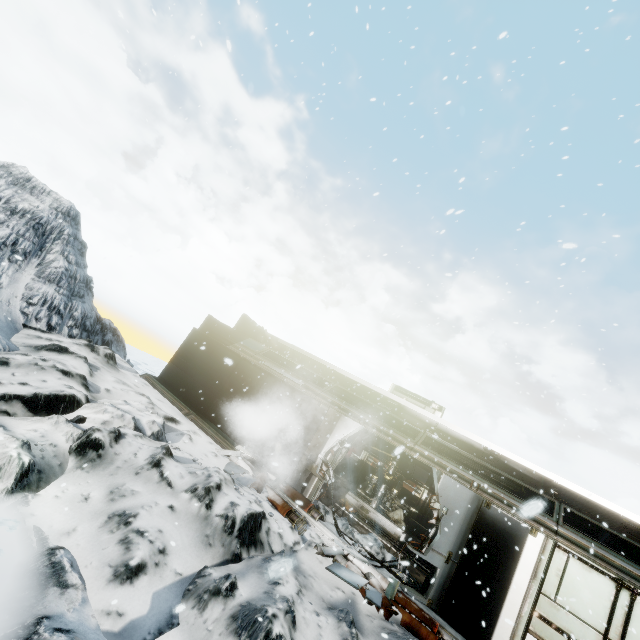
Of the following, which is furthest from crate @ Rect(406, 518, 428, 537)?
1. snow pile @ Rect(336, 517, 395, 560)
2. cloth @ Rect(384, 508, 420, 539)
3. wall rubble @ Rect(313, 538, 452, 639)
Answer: wall rubble @ Rect(313, 538, 452, 639)

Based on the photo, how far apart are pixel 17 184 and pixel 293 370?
14.9 meters

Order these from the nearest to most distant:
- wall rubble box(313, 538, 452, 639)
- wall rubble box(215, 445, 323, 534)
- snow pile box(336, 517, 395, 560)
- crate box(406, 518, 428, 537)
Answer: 1. wall rubble box(313, 538, 452, 639)
2. wall rubble box(215, 445, 323, 534)
3. snow pile box(336, 517, 395, 560)
4. crate box(406, 518, 428, 537)

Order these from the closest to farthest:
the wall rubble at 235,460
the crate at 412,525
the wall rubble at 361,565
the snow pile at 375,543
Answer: the wall rubble at 361,565, the wall rubble at 235,460, the snow pile at 375,543, the crate at 412,525

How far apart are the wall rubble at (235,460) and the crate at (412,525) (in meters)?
7.91

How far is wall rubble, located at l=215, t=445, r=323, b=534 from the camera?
7.9m

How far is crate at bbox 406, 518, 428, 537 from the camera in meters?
14.0 m

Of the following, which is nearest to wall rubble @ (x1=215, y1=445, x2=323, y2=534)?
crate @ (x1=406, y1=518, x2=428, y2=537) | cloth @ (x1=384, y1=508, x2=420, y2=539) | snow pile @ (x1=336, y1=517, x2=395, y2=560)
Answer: snow pile @ (x1=336, y1=517, x2=395, y2=560)
